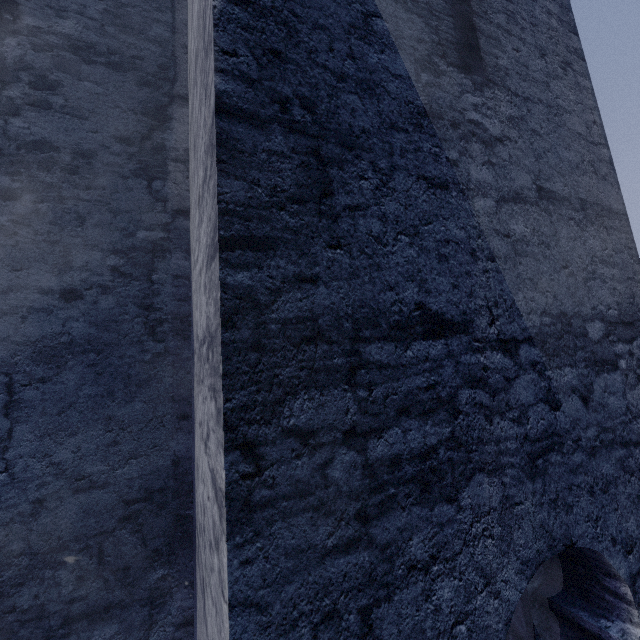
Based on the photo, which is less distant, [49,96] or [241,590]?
[241,590]
